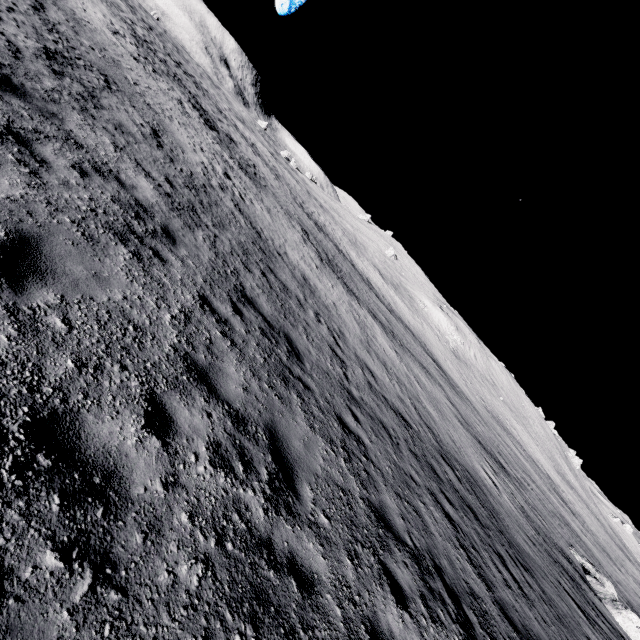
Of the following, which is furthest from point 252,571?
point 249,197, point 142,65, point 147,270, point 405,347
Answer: point 142,65
